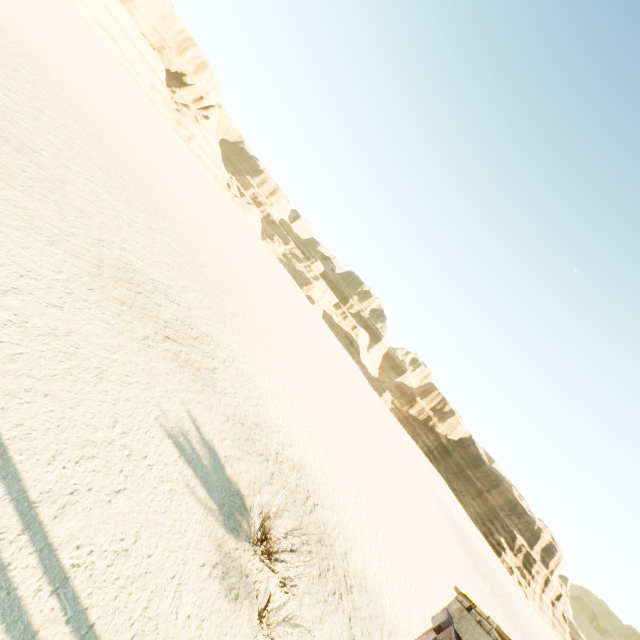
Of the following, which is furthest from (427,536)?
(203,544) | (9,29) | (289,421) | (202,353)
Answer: (9,29)
